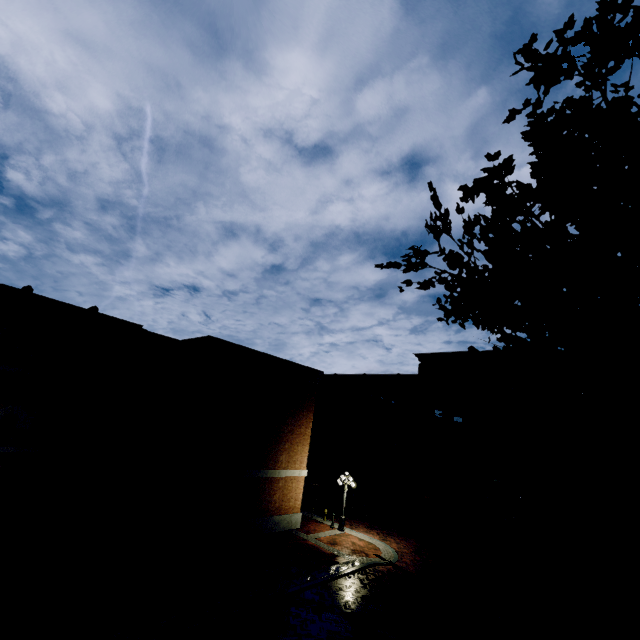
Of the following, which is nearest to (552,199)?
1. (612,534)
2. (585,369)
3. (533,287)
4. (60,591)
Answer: (533,287)

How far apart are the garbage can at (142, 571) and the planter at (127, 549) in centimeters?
6cm

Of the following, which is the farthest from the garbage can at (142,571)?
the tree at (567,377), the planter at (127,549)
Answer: the tree at (567,377)

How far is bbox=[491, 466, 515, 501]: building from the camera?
25.2m

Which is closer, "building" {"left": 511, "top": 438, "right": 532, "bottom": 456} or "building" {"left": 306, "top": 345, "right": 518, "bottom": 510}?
"building" {"left": 511, "top": 438, "right": 532, "bottom": 456}

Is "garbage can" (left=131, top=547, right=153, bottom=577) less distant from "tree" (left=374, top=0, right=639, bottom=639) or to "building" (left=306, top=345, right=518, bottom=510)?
"tree" (left=374, top=0, right=639, bottom=639)

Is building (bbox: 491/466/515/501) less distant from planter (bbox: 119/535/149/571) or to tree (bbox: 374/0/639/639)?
tree (bbox: 374/0/639/639)

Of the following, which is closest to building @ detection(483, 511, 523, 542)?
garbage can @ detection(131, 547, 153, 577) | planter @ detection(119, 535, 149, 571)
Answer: garbage can @ detection(131, 547, 153, 577)
